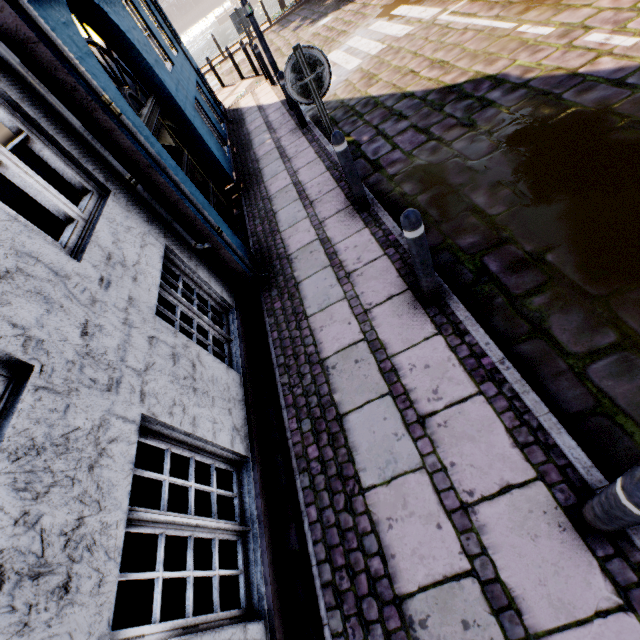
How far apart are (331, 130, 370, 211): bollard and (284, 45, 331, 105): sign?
0.4 meters

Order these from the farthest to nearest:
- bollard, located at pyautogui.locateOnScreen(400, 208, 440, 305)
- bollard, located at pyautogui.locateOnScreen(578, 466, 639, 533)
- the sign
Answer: the sign
bollard, located at pyautogui.locateOnScreen(400, 208, 440, 305)
bollard, located at pyautogui.locateOnScreen(578, 466, 639, 533)

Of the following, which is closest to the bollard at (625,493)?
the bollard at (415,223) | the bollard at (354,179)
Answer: the bollard at (415,223)

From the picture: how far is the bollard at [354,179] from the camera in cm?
380

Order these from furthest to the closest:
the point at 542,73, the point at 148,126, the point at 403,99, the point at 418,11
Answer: the point at 418,11, the point at 403,99, the point at 542,73, the point at 148,126

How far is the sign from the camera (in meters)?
3.45

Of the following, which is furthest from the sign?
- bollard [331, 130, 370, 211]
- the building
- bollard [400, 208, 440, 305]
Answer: bollard [400, 208, 440, 305]

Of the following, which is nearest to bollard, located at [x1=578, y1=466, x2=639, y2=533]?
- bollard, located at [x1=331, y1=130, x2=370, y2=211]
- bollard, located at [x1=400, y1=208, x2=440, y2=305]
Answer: bollard, located at [x1=400, y1=208, x2=440, y2=305]
